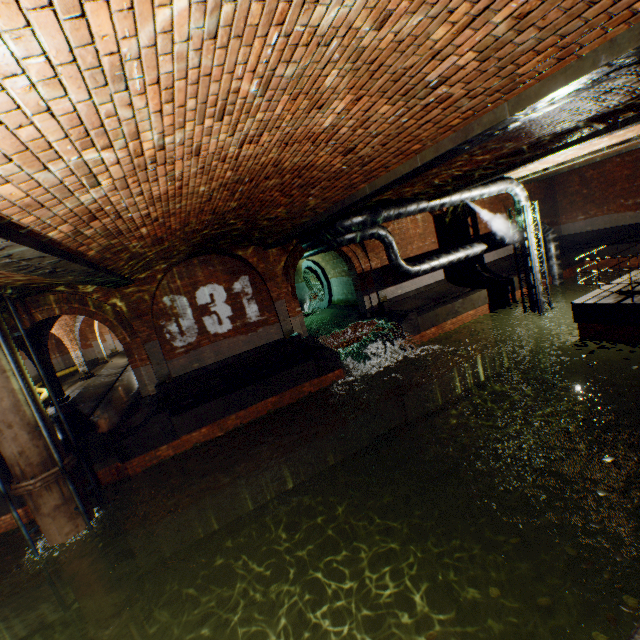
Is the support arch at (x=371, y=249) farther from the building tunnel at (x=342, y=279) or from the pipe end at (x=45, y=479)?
the pipe end at (x=45, y=479)

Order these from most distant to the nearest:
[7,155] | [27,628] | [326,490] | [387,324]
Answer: [387,324], [326,490], [27,628], [7,155]

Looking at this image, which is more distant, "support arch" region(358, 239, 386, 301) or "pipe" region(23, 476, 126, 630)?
"support arch" region(358, 239, 386, 301)

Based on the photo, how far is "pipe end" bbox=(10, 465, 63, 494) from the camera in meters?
7.0

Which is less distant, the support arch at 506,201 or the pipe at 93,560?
the pipe at 93,560

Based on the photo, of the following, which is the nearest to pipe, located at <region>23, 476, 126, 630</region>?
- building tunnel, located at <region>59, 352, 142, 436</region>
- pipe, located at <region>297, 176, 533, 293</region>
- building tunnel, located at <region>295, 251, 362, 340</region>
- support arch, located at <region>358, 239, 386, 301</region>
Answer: building tunnel, located at <region>59, 352, 142, 436</region>

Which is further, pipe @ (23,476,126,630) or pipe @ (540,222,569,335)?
pipe @ (540,222,569,335)

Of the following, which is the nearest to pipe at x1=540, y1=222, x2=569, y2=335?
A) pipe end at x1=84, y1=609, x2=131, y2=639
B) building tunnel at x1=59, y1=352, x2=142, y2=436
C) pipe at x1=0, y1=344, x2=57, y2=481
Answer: building tunnel at x1=59, y1=352, x2=142, y2=436
